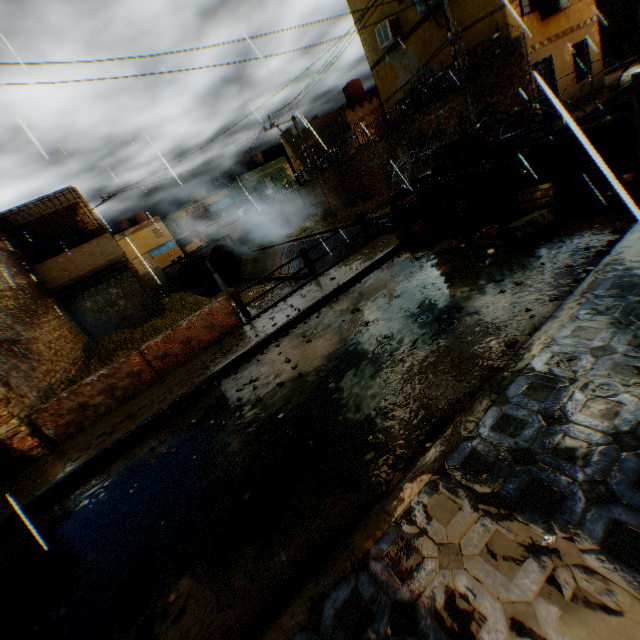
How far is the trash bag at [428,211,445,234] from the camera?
8.2m

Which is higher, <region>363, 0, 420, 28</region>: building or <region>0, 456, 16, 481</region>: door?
<region>363, 0, 420, 28</region>: building

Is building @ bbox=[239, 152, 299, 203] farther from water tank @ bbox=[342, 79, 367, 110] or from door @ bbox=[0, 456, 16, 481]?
water tank @ bbox=[342, 79, 367, 110]

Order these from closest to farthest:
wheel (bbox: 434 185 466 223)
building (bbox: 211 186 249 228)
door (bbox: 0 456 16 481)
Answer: door (bbox: 0 456 16 481) → wheel (bbox: 434 185 466 223) → building (bbox: 211 186 249 228)

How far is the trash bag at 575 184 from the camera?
5.7m

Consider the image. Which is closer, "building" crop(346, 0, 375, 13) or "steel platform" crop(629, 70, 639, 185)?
"steel platform" crop(629, 70, 639, 185)

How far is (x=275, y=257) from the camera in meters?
28.6

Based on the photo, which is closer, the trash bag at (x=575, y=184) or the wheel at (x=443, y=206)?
the trash bag at (x=575, y=184)
